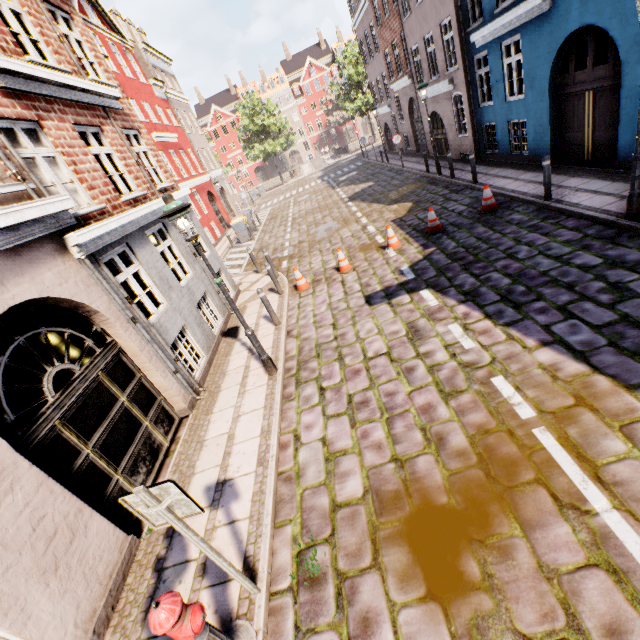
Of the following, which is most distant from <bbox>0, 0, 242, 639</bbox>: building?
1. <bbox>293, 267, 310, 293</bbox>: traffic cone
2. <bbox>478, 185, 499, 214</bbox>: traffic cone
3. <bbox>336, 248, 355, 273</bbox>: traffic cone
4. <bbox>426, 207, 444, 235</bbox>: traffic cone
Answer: <bbox>426, 207, 444, 235</bbox>: traffic cone

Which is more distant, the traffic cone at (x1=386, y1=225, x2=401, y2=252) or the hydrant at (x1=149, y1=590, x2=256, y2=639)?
the traffic cone at (x1=386, y1=225, x2=401, y2=252)

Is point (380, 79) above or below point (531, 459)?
above

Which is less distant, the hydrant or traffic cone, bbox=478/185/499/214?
the hydrant

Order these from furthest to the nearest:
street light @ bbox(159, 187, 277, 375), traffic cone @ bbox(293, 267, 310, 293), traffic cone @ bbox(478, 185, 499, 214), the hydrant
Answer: traffic cone @ bbox(293, 267, 310, 293)
traffic cone @ bbox(478, 185, 499, 214)
street light @ bbox(159, 187, 277, 375)
the hydrant

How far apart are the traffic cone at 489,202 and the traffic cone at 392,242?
2.37m

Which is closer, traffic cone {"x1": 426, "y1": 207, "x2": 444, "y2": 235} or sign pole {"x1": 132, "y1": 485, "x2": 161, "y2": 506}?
sign pole {"x1": 132, "y1": 485, "x2": 161, "y2": 506}

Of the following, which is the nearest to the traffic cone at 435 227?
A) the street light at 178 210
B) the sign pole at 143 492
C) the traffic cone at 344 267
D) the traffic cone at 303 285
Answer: the traffic cone at 344 267
